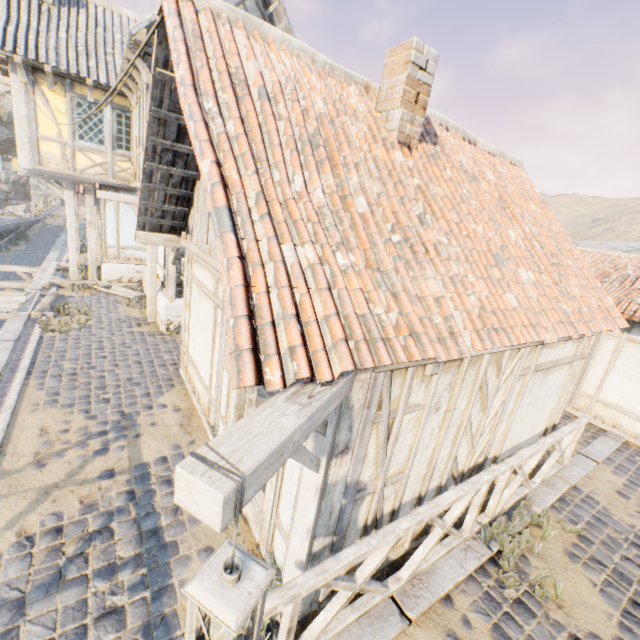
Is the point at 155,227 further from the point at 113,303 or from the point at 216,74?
the point at 113,303

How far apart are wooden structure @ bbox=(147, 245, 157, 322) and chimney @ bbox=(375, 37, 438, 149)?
6.8m

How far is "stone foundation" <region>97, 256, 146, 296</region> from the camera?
12.7m

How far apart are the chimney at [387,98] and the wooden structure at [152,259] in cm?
680

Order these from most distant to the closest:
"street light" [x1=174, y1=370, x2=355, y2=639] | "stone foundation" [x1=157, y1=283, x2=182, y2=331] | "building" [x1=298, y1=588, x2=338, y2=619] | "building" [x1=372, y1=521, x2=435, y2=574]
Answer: "stone foundation" [x1=157, y1=283, x2=182, y2=331] < "building" [x1=372, y1=521, x2=435, y2=574] < "building" [x1=298, y1=588, x2=338, y2=619] < "street light" [x1=174, y1=370, x2=355, y2=639]

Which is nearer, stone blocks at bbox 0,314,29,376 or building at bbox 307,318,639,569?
building at bbox 307,318,639,569

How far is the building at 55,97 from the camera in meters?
9.8

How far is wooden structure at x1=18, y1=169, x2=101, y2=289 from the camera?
11.2 meters
